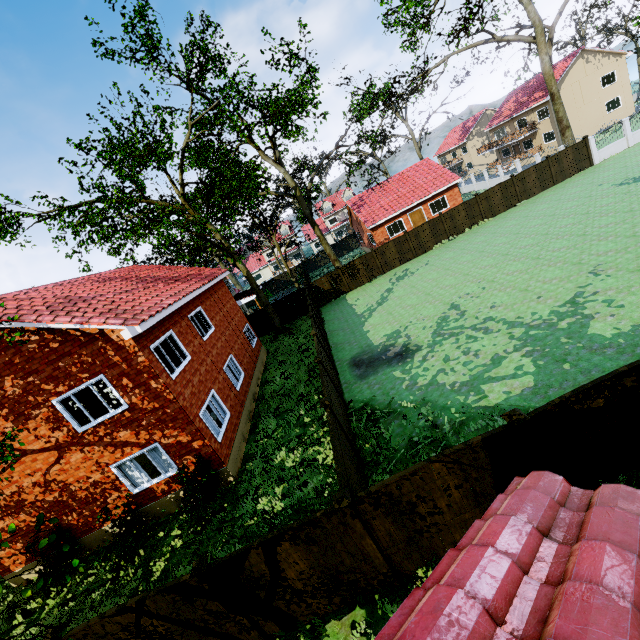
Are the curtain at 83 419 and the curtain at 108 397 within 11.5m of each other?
yes

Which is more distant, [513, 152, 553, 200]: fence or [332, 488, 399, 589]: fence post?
[513, 152, 553, 200]: fence

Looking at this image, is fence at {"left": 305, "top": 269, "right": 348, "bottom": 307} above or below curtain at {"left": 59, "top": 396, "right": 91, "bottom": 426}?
below

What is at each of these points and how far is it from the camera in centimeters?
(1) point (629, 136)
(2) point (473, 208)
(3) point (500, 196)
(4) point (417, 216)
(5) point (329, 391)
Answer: (1) fence, 2669cm
(2) fence, 2750cm
(3) fence, 2739cm
(4) door, 3394cm
(5) fence, 1057cm

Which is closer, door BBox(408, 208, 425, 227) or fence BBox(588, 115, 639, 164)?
fence BBox(588, 115, 639, 164)

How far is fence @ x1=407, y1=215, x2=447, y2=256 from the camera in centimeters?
2759cm

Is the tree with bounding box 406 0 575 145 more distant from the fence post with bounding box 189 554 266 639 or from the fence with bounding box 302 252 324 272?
the fence post with bounding box 189 554 266 639

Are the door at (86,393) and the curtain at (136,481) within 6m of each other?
yes
